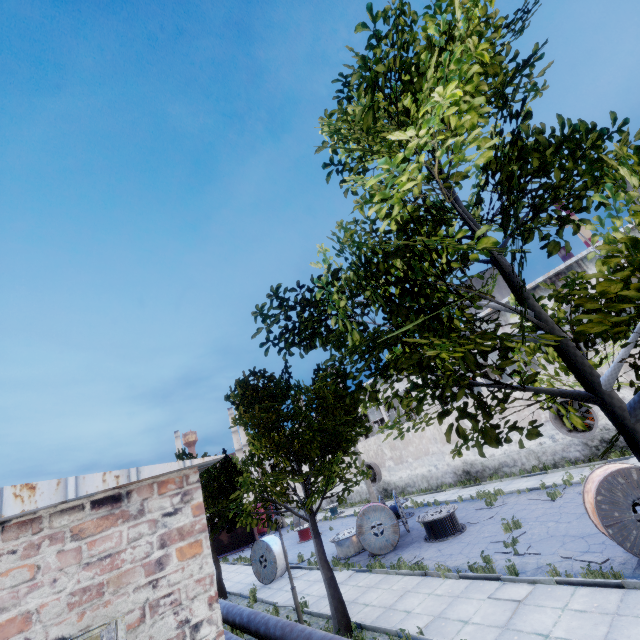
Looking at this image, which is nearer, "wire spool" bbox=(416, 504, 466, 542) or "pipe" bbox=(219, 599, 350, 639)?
"pipe" bbox=(219, 599, 350, 639)

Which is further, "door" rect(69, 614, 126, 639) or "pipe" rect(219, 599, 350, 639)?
"pipe" rect(219, 599, 350, 639)

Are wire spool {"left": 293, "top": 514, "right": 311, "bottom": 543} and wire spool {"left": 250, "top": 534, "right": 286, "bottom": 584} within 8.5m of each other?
yes

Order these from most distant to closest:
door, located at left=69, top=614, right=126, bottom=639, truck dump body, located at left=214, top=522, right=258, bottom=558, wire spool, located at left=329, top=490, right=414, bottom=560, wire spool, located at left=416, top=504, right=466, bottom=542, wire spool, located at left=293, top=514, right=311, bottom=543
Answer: truck dump body, located at left=214, top=522, right=258, bottom=558, wire spool, located at left=293, top=514, right=311, bottom=543, wire spool, located at left=329, top=490, right=414, bottom=560, wire spool, located at left=416, top=504, right=466, bottom=542, door, located at left=69, top=614, right=126, bottom=639

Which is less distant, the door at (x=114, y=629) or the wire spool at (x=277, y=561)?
the door at (x=114, y=629)

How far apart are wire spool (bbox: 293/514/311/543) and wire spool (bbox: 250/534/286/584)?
6.4 meters

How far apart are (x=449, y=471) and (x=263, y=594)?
15.4m

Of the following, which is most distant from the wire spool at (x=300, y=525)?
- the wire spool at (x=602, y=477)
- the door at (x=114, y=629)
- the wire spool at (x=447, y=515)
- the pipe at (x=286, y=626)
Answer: the door at (x=114, y=629)
